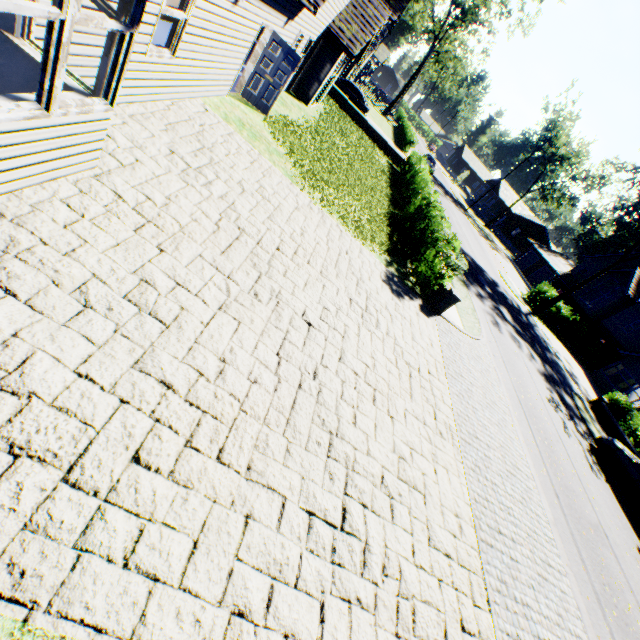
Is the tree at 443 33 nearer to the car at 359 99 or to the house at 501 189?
the car at 359 99

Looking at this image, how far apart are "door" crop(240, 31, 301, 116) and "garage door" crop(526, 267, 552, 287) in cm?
4539

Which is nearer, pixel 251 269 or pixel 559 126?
pixel 251 269

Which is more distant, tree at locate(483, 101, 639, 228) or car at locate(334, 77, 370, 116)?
tree at locate(483, 101, 639, 228)

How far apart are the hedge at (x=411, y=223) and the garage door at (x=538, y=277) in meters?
37.1 m

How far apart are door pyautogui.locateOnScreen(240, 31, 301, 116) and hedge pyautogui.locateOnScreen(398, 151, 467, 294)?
7.5 meters

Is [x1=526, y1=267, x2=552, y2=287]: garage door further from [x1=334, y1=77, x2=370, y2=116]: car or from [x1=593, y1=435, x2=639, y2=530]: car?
[x1=593, y1=435, x2=639, y2=530]: car

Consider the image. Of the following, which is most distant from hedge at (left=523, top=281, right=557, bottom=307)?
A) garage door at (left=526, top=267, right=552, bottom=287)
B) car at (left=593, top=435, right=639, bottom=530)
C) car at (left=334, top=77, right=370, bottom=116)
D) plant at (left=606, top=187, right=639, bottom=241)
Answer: car at (left=334, top=77, right=370, bottom=116)
